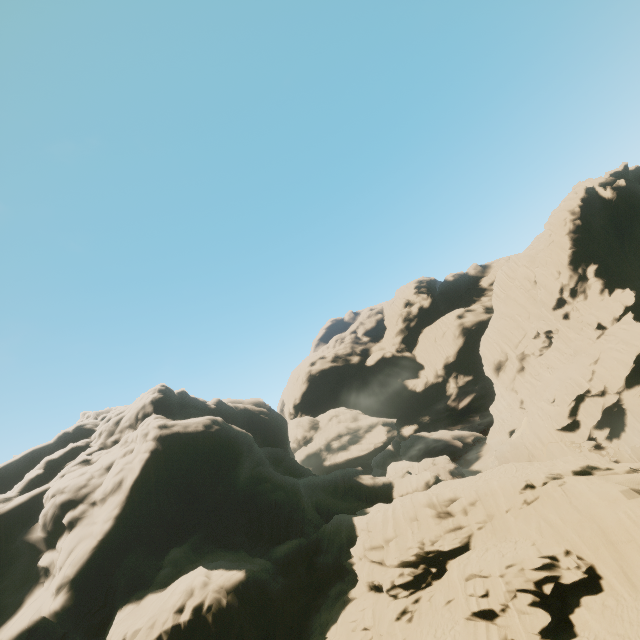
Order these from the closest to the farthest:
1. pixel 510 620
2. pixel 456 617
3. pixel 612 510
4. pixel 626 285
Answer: pixel 510 620 → pixel 612 510 → pixel 456 617 → pixel 626 285
